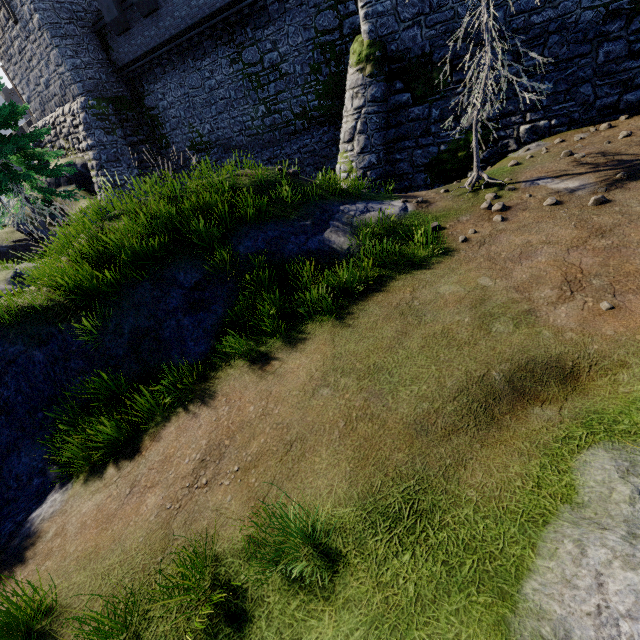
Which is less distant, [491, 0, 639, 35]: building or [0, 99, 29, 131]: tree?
[491, 0, 639, 35]: building

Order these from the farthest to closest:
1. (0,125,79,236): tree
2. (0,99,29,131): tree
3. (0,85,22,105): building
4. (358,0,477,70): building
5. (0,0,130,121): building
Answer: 1. (0,85,22,105): building
2. (0,0,130,121): building
3. (0,125,79,236): tree
4. (0,99,29,131): tree
5. (358,0,477,70): building

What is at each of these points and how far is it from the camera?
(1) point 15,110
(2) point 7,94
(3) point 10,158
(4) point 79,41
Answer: (1) tree, 14.9m
(2) building, 54.8m
(3) tree, 16.9m
(4) building, 20.9m

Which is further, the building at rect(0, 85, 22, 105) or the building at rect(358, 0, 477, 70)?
the building at rect(0, 85, 22, 105)

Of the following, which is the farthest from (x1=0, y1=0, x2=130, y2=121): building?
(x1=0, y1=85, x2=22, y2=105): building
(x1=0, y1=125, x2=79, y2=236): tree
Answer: (x1=0, y1=85, x2=22, y2=105): building

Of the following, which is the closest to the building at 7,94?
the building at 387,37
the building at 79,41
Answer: the building at 79,41

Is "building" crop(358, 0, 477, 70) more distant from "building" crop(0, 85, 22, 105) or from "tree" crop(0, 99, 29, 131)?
"building" crop(0, 85, 22, 105)

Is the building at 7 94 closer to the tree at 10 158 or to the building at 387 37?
the tree at 10 158
